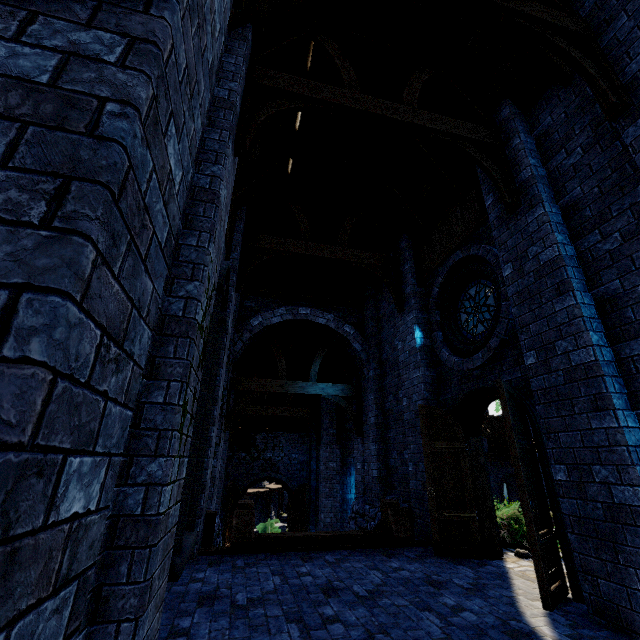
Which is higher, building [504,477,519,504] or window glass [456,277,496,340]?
window glass [456,277,496,340]

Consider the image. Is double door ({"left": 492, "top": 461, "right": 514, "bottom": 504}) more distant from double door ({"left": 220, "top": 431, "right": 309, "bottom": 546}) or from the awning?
double door ({"left": 220, "top": 431, "right": 309, "bottom": 546})

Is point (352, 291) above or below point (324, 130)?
below

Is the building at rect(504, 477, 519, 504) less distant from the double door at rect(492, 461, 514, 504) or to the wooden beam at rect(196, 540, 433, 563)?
the double door at rect(492, 461, 514, 504)

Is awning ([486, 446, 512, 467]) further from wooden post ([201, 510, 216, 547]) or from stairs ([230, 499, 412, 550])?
wooden post ([201, 510, 216, 547])

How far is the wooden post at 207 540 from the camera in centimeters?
614cm

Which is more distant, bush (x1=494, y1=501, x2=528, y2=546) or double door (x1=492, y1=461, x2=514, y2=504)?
double door (x1=492, y1=461, x2=514, y2=504)

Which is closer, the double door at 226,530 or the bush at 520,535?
the bush at 520,535
